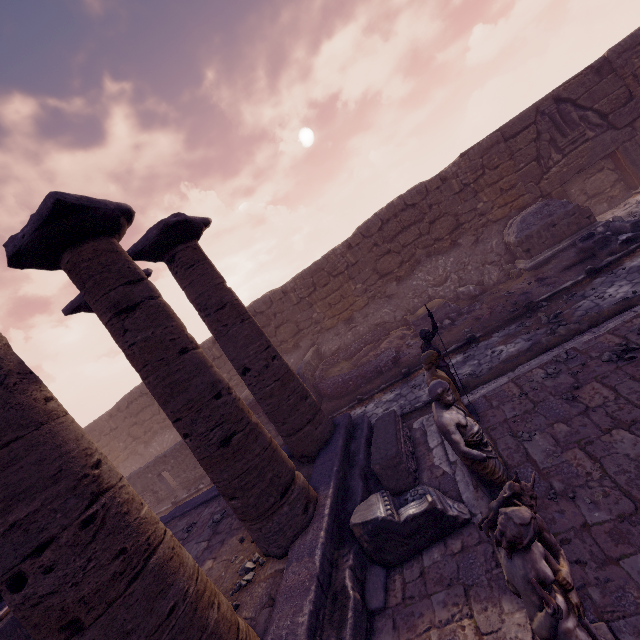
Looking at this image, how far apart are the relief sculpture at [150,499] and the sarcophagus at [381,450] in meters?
12.4

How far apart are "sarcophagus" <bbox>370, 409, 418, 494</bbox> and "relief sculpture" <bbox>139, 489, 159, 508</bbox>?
12.4 meters

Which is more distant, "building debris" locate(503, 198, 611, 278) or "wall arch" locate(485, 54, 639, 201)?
"wall arch" locate(485, 54, 639, 201)

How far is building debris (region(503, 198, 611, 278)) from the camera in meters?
10.8 m

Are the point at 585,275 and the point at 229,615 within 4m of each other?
no

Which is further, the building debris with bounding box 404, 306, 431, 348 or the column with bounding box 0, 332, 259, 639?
the building debris with bounding box 404, 306, 431, 348

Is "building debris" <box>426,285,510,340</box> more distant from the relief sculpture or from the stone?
the relief sculpture

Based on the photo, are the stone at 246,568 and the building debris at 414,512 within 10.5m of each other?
yes
